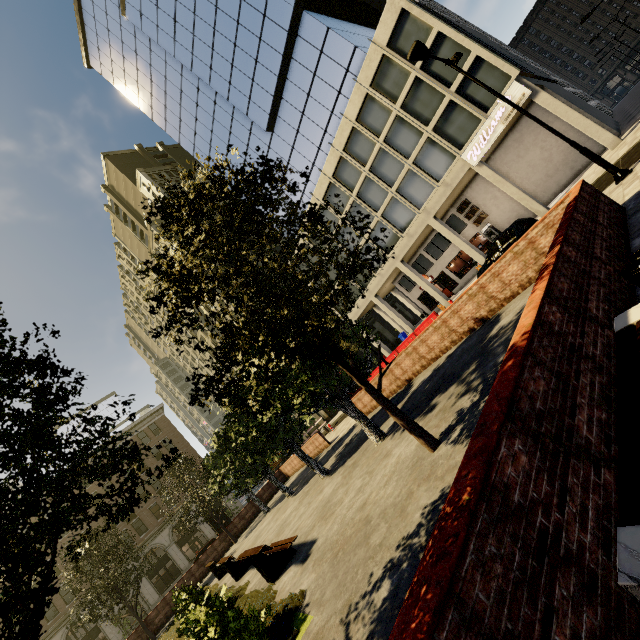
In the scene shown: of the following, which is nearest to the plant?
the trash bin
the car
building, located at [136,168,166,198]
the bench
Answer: the bench

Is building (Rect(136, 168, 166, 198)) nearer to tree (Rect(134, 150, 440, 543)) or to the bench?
tree (Rect(134, 150, 440, 543))

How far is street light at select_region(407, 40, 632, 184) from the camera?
10.7 meters

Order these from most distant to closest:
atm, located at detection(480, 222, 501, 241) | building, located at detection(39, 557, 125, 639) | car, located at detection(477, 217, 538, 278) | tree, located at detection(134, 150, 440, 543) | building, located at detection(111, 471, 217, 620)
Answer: building, located at detection(111, 471, 217, 620)
building, located at detection(39, 557, 125, 639)
atm, located at detection(480, 222, 501, 241)
car, located at detection(477, 217, 538, 278)
tree, located at detection(134, 150, 440, 543)

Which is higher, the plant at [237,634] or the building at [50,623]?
the building at [50,623]

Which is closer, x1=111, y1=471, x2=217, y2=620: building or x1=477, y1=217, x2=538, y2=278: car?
x1=477, y1=217, x2=538, y2=278: car

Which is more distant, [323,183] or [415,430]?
[323,183]

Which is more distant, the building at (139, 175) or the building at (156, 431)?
the building at (139, 175)
